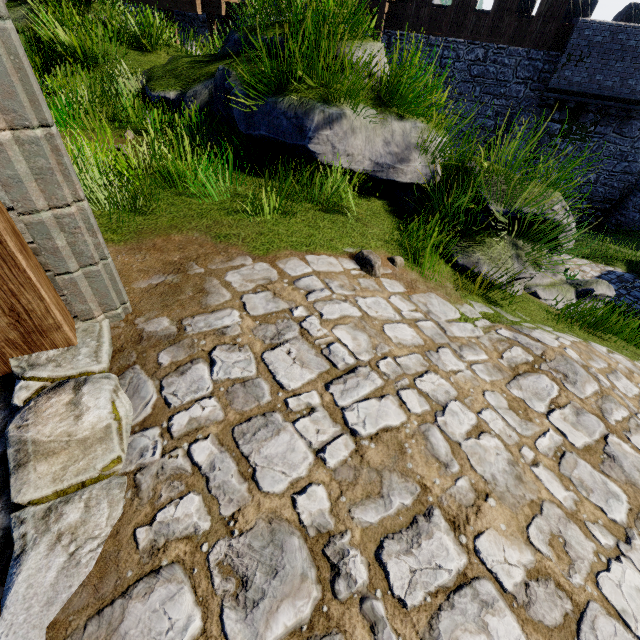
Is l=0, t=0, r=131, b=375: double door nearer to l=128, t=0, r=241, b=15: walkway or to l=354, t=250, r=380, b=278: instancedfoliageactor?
l=354, t=250, r=380, b=278: instancedfoliageactor

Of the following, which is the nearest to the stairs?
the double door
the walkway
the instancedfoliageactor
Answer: the double door

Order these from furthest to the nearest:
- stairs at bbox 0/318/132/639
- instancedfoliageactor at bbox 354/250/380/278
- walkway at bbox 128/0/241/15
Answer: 1. walkway at bbox 128/0/241/15
2. instancedfoliageactor at bbox 354/250/380/278
3. stairs at bbox 0/318/132/639

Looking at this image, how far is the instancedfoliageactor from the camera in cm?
312

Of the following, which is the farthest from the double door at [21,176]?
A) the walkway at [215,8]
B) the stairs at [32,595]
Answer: the walkway at [215,8]

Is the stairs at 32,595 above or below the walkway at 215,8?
below

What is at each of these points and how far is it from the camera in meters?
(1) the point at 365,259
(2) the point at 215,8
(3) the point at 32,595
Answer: (1) instancedfoliageactor, 3.2
(2) walkway, 14.5
(3) stairs, 1.2

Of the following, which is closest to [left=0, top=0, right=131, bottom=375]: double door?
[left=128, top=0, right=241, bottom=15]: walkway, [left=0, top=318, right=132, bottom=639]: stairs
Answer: [left=0, top=318, right=132, bottom=639]: stairs
